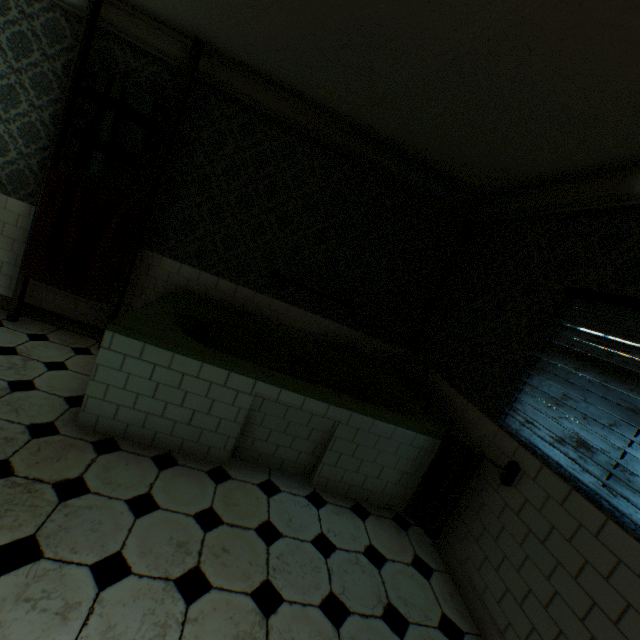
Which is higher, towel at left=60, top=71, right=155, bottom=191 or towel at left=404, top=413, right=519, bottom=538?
towel at left=60, top=71, right=155, bottom=191

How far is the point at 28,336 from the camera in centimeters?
315cm

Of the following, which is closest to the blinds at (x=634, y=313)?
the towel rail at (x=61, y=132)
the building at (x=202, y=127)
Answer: the building at (x=202, y=127)

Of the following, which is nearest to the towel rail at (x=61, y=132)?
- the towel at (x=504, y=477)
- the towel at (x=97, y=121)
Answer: the towel at (x=97, y=121)

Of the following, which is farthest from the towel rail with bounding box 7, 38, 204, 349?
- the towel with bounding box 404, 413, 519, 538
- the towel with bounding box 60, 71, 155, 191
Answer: the towel with bounding box 404, 413, 519, 538

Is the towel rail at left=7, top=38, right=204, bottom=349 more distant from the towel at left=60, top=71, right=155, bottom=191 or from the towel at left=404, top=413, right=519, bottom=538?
the towel at left=404, top=413, right=519, bottom=538

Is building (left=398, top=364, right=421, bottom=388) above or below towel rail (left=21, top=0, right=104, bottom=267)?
below

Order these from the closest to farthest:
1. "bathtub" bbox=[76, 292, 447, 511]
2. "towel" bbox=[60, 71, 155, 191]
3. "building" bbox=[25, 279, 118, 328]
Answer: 1. "bathtub" bbox=[76, 292, 447, 511]
2. "towel" bbox=[60, 71, 155, 191]
3. "building" bbox=[25, 279, 118, 328]
